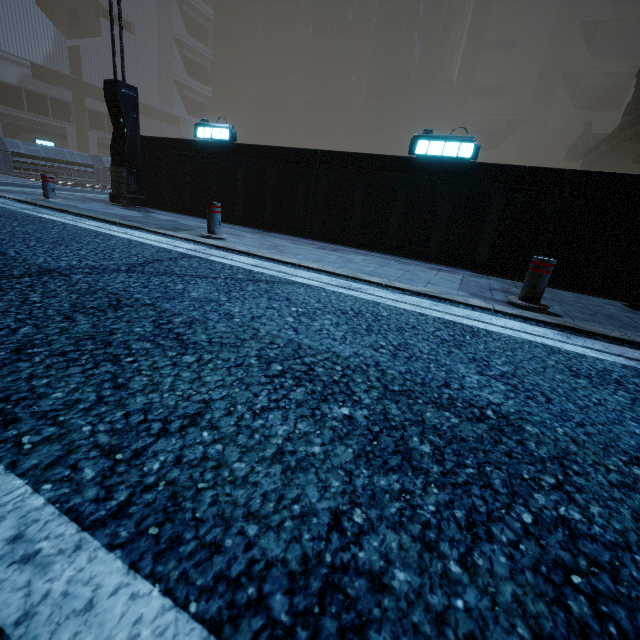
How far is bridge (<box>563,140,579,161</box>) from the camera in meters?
36.9

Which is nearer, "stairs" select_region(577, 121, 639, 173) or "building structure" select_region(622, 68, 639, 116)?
"building structure" select_region(622, 68, 639, 116)

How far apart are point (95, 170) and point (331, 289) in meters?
29.4

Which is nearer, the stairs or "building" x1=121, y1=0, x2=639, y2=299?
"building" x1=121, y1=0, x2=639, y2=299

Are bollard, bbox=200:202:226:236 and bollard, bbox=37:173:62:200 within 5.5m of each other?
yes

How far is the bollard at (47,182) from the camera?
7.3 meters

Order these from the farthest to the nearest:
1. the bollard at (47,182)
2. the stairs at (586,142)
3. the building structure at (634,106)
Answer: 1. the stairs at (586,142)
2. the building structure at (634,106)
3. the bollard at (47,182)

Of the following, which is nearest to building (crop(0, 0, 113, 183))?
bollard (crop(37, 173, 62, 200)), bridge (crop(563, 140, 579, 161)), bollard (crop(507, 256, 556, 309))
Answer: bollard (crop(507, 256, 556, 309))
